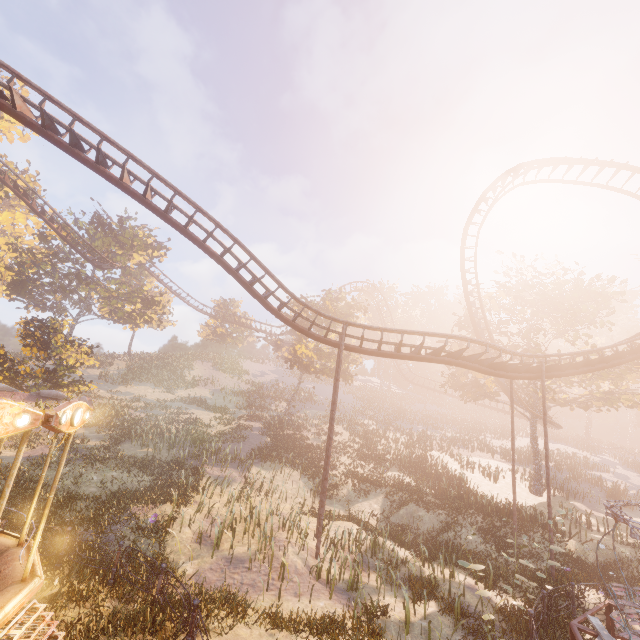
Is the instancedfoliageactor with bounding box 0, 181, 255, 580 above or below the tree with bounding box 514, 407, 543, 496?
above

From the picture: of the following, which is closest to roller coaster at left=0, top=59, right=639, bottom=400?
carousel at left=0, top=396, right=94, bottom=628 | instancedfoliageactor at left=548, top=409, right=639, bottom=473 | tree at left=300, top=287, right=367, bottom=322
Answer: carousel at left=0, top=396, right=94, bottom=628

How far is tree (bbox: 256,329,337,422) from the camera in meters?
32.2 m

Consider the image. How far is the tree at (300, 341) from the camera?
32.2m

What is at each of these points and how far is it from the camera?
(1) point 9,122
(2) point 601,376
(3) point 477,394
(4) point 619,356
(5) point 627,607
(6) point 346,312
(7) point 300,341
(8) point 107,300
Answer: (1) instancedfoliageactor, 33.8m
(2) tree, 25.7m
(3) tree, 31.6m
(4) roller coaster, 17.6m
(5) merry-go-round, 10.5m
(6) tree, 35.4m
(7) tree, 33.5m
(8) instancedfoliageactor, 35.1m

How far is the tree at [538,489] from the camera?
26.4 meters

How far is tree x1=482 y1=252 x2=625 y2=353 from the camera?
25.7 meters

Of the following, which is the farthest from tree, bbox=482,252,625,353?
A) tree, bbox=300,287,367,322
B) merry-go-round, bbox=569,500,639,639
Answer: merry-go-round, bbox=569,500,639,639
